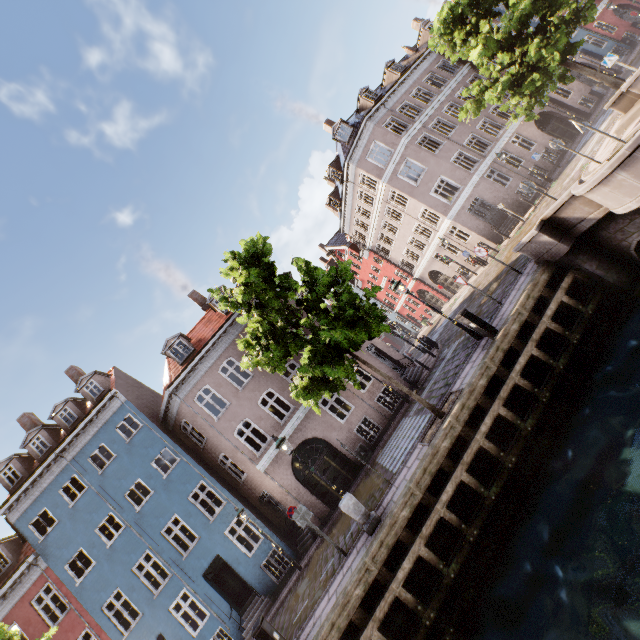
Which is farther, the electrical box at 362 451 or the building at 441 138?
the building at 441 138

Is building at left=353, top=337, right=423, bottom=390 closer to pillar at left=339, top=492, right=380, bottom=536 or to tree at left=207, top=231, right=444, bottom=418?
tree at left=207, top=231, right=444, bottom=418

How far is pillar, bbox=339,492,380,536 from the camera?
8.7 meters

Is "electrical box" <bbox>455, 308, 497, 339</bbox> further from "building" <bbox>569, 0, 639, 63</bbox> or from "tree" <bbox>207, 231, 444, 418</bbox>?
"building" <bbox>569, 0, 639, 63</bbox>

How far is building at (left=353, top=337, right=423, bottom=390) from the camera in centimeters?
1831cm

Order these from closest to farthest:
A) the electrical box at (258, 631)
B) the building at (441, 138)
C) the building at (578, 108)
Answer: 1. the electrical box at (258, 631)
2. the building at (441, 138)
3. the building at (578, 108)

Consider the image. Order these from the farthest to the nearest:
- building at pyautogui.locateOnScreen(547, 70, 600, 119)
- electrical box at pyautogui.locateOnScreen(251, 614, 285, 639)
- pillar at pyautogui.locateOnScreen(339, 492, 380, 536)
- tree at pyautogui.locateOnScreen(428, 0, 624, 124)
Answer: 1. building at pyautogui.locateOnScreen(547, 70, 600, 119)
2. tree at pyautogui.locateOnScreen(428, 0, 624, 124)
3. pillar at pyautogui.locateOnScreen(339, 492, 380, 536)
4. electrical box at pyautogui.locateOnScreen(251, 614, 285, 639)

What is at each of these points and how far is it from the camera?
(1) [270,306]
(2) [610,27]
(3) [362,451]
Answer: (1) tree, 10.0m
(2) building, 28.1m
(3) electrical box, 16.5m
